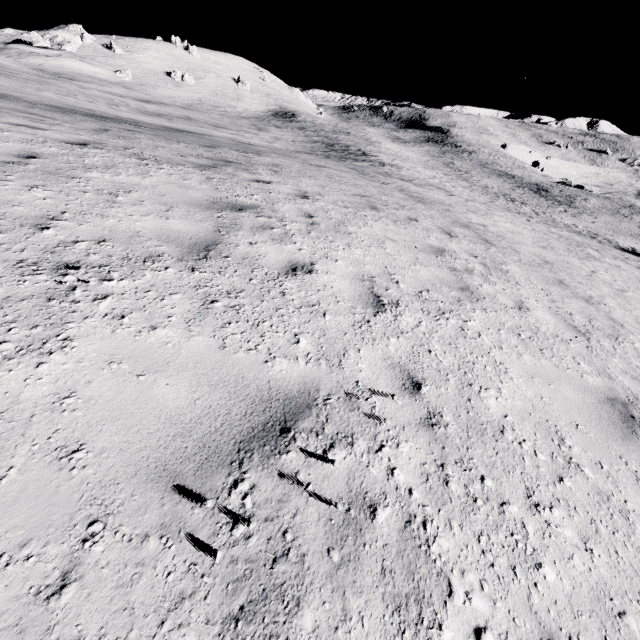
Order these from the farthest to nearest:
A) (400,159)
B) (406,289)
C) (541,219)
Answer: (400,159)
(541,219)
(406,289)
